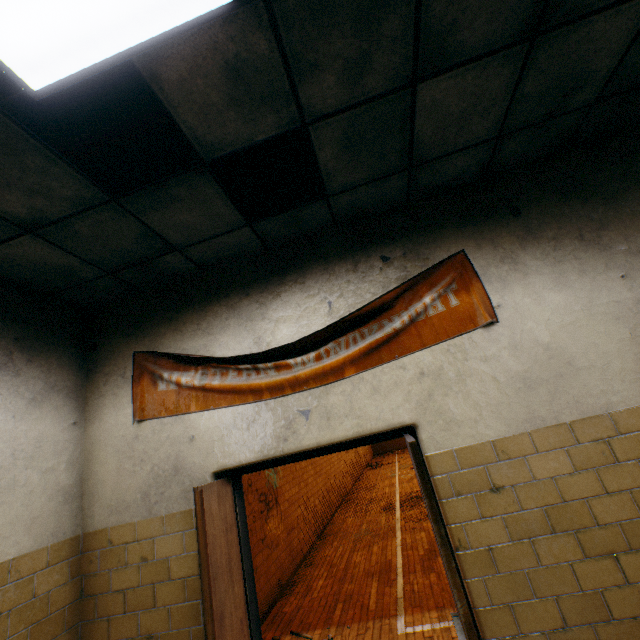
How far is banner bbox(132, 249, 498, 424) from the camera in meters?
2.5 m

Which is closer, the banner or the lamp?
the lamp

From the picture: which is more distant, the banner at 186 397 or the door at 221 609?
the banner at 186 397

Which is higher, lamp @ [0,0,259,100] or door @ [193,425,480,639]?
lamp @ [0,0,259,100]

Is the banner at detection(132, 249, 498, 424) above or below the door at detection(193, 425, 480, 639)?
above

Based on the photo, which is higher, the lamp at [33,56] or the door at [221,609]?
the lamp at [33,56]

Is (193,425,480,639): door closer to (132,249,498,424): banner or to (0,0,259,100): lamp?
(132,249,498,424): banner

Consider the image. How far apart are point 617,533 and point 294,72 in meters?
3.2
